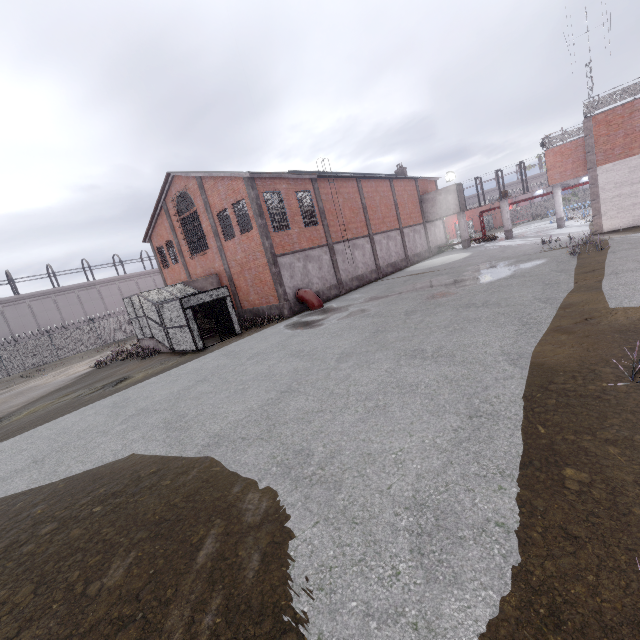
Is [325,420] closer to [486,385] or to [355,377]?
[355,377]

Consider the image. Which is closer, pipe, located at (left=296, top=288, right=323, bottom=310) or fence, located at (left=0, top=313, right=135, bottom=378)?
pipe, located at (left=296, top=288, right=323, bottom=310)

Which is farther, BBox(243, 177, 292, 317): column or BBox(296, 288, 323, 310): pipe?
BBox(296, 288, 323, 310): pipe

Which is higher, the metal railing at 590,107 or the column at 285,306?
the metal railing at 590,107

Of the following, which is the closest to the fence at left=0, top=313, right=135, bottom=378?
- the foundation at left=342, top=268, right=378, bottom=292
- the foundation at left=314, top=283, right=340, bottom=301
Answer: the foundation at left=342, top=268, right=378, bottom=292

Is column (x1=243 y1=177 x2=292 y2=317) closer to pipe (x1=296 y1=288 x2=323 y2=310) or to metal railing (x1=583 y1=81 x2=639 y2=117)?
pipe (x1=296 y1=288 x2=323 y2=310)

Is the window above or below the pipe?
above

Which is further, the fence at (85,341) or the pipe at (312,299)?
the fence at (85,341)
